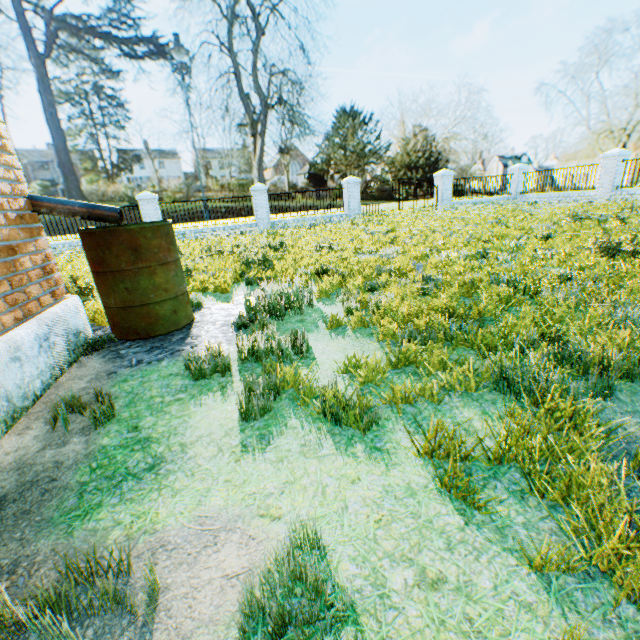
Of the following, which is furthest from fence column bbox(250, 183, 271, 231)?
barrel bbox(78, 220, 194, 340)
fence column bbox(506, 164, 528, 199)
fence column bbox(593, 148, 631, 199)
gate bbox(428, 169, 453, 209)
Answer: fence column bbox(593, 148, 631, 199)

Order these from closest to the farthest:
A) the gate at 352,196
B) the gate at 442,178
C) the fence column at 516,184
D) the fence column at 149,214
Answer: the fence column at 149,214 < the gate at 352,196 < the gate at 442,178 < the fence column at 516,184

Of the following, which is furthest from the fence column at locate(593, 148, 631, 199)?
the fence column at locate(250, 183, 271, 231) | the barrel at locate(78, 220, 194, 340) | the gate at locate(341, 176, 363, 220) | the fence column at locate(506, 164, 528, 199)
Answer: the barrel at locate(78, 220, 194, 340)

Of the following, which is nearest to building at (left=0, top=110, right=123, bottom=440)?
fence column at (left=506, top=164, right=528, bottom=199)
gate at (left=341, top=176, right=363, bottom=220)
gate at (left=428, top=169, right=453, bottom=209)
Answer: gate at (left=341, top=176, right=363, bottom=220)

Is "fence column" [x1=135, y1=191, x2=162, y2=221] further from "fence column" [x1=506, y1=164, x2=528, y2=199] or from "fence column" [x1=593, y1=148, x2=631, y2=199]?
"fence column" [x1=593, y1=148, x2=631, y2=199]

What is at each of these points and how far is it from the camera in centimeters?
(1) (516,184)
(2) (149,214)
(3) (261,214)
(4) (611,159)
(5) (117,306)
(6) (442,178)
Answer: (1) fence column, 2080cm
(2) fence column, 1548cm
(3) fence column, 1692cm
(4) fence column, 1563cm
(5) barrel, 369cm
(6) gate, 1922cm

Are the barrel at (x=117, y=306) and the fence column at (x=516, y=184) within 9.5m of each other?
no

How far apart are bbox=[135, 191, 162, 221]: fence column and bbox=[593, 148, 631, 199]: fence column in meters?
22.0
